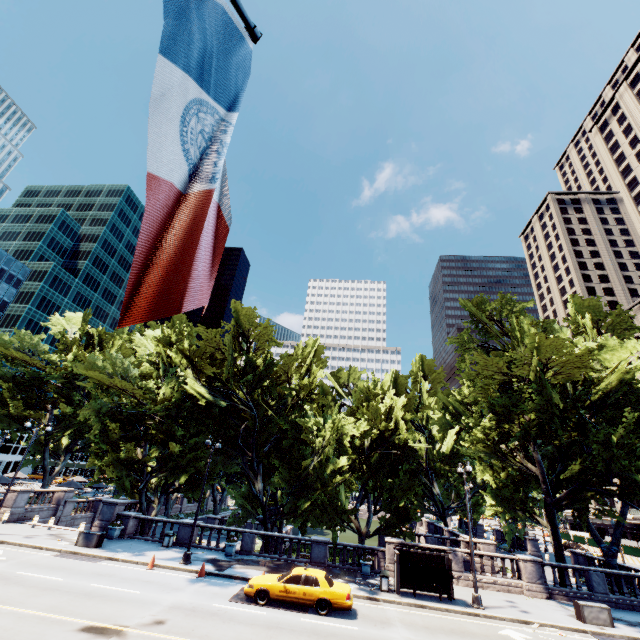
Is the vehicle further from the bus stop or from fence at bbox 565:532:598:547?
fence at bbox 565:532:598:547

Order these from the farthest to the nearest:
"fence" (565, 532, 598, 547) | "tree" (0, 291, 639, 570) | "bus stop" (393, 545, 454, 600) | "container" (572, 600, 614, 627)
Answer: "fence" (565, 532, 598, 547) → "tree" (0, 291, 639, 570) → "bus stop" (393, 545, 454, 600) → "container" (572, 600, 614, 627)

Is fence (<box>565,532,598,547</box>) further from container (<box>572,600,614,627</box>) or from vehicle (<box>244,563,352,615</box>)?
vehicle (<box>244,563,352,615</box>)

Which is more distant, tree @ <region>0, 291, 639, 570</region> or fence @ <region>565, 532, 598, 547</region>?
fence @ <region>565, 532, 598, 547</region>

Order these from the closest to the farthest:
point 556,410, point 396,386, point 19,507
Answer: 1. point 556,410
2. point 19,507
3. point 396,386

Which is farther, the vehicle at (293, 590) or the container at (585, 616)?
the container at (585, 616)

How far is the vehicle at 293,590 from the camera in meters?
15.0

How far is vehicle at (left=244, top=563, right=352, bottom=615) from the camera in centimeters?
1504cm
